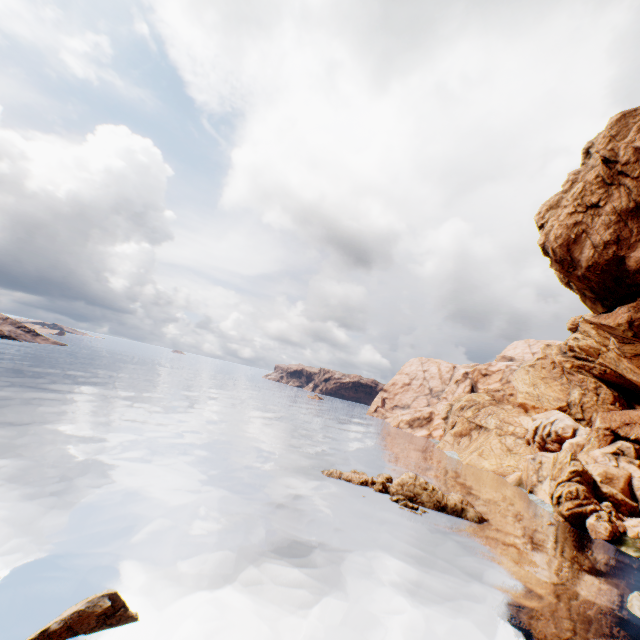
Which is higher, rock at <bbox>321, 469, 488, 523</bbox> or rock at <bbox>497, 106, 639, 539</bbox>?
rock at <bbox>497, 106, 639, 539</bbox>

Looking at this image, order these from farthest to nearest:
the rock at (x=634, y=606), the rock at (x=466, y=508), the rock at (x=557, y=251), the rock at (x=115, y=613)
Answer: the rock at (x=466, y=508) → the rock at (x=634, y=606) → the rock at (x=557, y=251) → the rock at (x=115, y=613)

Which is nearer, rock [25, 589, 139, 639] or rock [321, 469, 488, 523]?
rock [25, 589, 139, 639]

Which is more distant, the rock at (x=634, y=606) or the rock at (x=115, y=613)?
the rock at (x=634, y=606)

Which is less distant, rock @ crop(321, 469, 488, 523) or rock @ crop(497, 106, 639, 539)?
rock @ crop(497, 106, 639, 539)

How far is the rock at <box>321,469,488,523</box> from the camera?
32.38m

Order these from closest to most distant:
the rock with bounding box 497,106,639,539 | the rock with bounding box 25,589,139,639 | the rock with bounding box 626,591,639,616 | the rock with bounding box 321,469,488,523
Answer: the rock with bounding box 25,589,139,639, the rock with bounding box 497,106,639,539, the rock with bounding box 626,591,639,616, the rock with bounding box 321,469,488,523

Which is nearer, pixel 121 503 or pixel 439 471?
pixel 121 503
